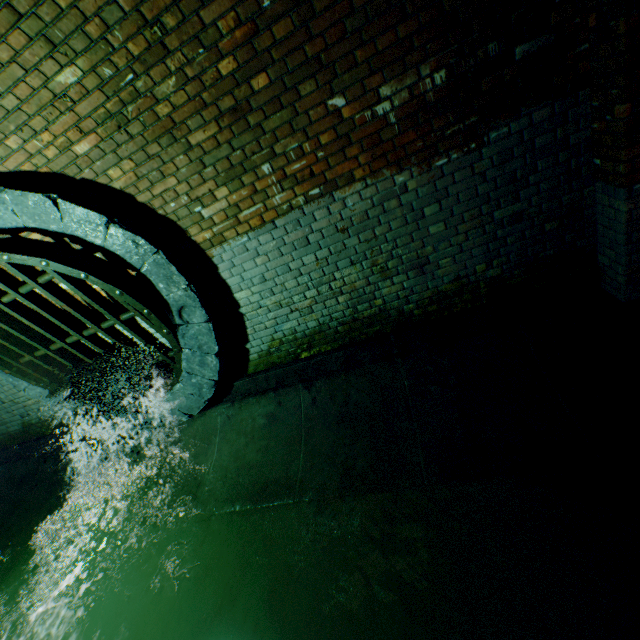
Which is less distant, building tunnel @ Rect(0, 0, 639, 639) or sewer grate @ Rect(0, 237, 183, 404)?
building tunnel @ Rect(0, 0, 639, 639)

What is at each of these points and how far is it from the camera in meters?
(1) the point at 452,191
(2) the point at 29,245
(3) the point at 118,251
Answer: (1) building tunnel, 2.8 m
(2) sewer grate, 3.0 m
(3) sewerage pipe, 3.1 m

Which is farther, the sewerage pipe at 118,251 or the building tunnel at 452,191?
the sewerage pipe at 118,251

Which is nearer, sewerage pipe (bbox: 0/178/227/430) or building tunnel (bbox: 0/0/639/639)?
building tunnel (bbox: 0/0/639/639)

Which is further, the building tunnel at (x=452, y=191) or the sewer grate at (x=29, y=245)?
the sewer grate at (x=29, y=245)
